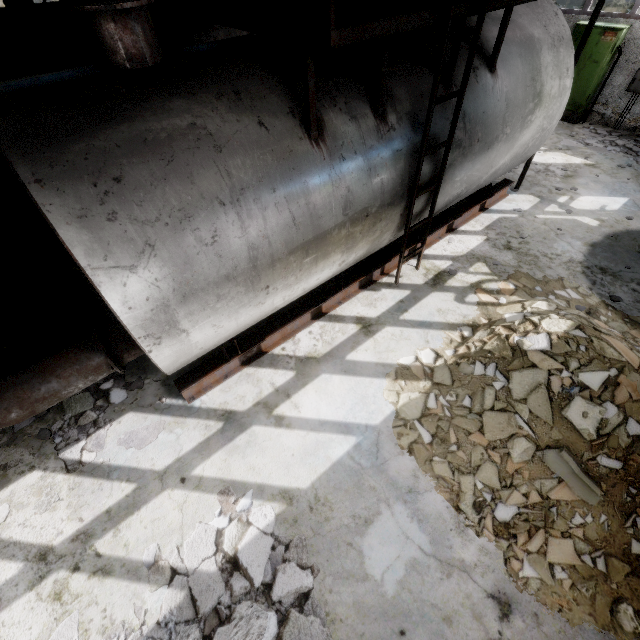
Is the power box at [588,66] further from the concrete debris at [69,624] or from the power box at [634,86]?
the concrete debris at [69,624]

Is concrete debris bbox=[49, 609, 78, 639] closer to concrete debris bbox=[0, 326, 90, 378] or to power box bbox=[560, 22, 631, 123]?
concrete debris bbox=[0, 326, 90, 378]

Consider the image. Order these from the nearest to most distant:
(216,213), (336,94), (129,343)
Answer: (216,213) < (336,94) < (129,343)

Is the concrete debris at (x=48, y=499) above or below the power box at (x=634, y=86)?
below

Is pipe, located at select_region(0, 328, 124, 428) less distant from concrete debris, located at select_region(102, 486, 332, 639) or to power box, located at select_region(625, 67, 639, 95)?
power box, located at select_region(625, 67, 639, 95)

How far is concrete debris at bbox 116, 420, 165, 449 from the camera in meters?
4.5 m

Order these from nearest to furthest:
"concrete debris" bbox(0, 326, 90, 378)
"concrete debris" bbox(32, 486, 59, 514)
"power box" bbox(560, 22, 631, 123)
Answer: "concrete debris" bbox(32, 486, 59, 514), "concrete debris" bbox(0, 326, 90, 378), "power box" bbox(560, 22, 631, 123)

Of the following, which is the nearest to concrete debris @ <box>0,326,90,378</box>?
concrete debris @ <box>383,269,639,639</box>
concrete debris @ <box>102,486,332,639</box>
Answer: concrete debris @ <box>102,486,332,639</box>
